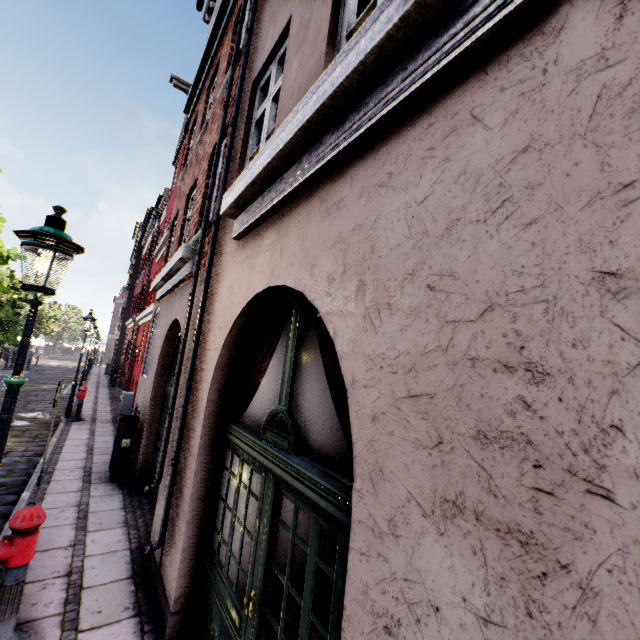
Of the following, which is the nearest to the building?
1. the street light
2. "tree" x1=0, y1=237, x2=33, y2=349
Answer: the street light

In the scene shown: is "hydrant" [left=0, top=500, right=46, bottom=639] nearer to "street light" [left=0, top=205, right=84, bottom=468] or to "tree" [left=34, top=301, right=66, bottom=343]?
"street light" [left=0, top=205, right=84, bottom=468]

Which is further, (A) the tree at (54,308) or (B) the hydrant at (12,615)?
(A) the tree at (54,308)

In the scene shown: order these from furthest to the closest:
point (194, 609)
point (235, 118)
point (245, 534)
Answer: point (235, 118) < point (194, 609) < point (245, 534)

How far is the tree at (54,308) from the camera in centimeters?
3628cm

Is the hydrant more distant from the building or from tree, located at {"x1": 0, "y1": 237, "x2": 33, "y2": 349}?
tree, located at {"x1": 0, "y1": 237, "x2": 33, "y2": 349}

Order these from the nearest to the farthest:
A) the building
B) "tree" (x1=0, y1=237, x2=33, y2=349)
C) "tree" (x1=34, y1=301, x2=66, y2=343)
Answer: the building < "tree" (x1=0, y1=237, x2=33, y2=349) < "tree" (x1=34, y1=301, x2=66, y2=343)
